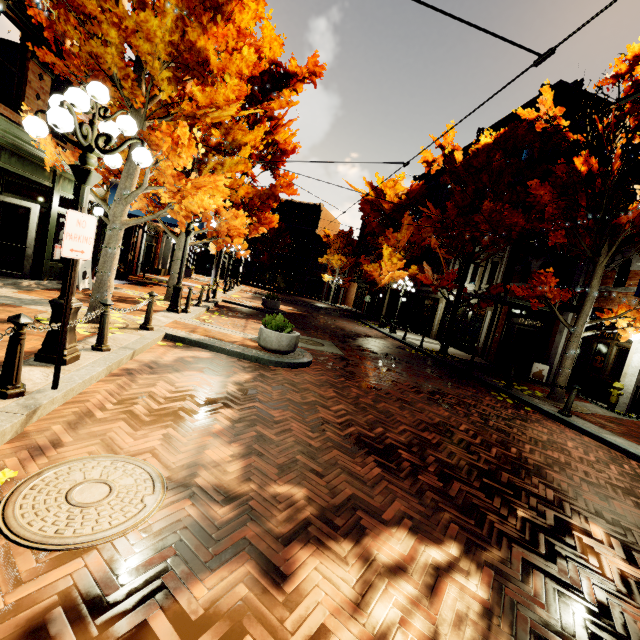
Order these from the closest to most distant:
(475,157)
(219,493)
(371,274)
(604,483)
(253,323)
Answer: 1. (219,493)
2. (604,483)
3. (253,323)
4. (475,157)
5. (371,274)

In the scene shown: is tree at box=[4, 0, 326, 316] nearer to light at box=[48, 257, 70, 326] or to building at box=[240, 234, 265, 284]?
building at box=[240, 234, 265, 284]

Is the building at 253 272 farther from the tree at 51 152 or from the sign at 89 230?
the sign at 89 230

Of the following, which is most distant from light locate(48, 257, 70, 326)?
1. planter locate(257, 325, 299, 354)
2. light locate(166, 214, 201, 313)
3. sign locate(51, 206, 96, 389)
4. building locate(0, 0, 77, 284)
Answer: light locate(166, 214, 201, 313)

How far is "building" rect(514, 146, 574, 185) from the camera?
16.3 meters

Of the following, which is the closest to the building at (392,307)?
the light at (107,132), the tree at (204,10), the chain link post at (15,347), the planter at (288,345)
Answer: the tree at (204,10)

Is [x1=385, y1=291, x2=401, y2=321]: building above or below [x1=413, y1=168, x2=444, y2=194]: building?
below
